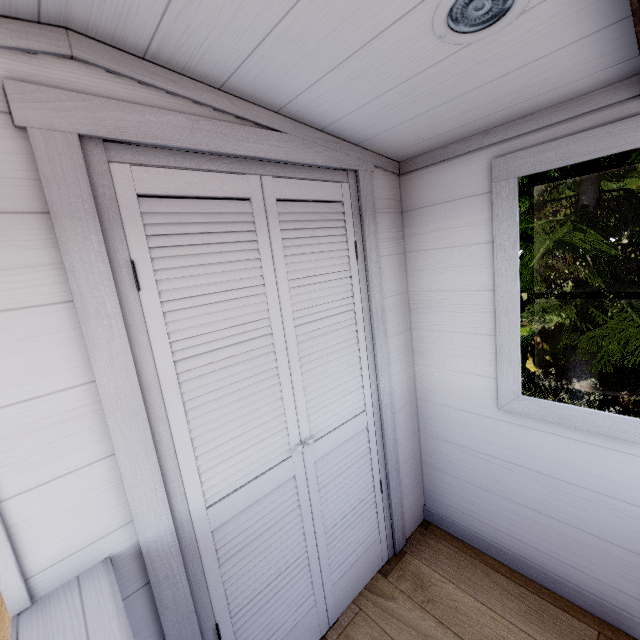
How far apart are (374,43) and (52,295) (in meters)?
1.07

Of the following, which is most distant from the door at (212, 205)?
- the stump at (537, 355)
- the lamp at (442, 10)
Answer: the stump at (537, 355)

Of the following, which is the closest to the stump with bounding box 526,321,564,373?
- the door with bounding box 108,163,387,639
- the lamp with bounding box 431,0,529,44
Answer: the door with bounding box 108,163,387,639

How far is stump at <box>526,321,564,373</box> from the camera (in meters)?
8.93

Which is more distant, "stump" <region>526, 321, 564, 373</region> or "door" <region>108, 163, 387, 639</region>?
"stump" <region>526, 321, 564, 373</region>

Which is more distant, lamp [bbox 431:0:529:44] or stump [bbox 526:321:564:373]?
stump [bbox 526:321:564:373]

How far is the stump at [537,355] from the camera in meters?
8.9
